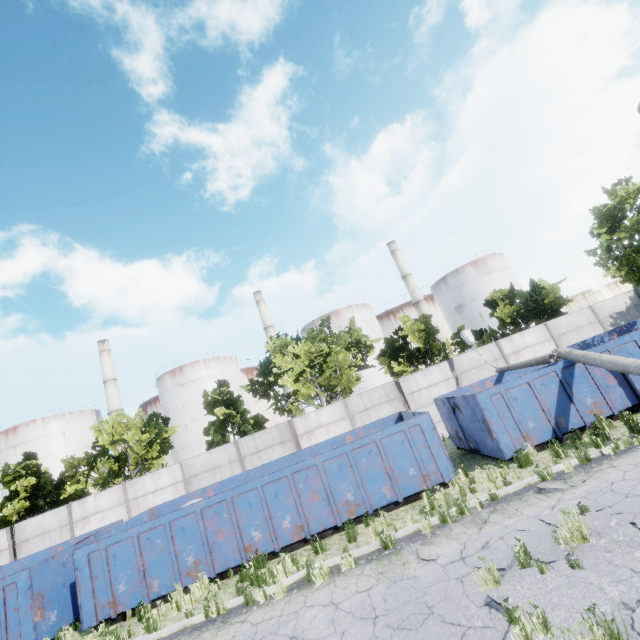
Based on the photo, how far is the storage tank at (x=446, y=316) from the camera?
50.1m

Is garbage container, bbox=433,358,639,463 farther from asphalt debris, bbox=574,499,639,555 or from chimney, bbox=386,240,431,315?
chimney, bbox=386,240,431,315

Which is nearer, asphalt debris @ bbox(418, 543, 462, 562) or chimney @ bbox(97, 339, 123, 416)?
asphalt debris @ bbox(418, 543, 462, 562)

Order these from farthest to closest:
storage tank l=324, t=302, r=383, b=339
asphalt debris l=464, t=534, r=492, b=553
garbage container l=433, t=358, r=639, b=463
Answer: storage tank l=324, t=302, r=383, b=339 < garbage container l=433, t=358, r=639, b=463 < asphalt debris l=464, t=534, r=492, b=553

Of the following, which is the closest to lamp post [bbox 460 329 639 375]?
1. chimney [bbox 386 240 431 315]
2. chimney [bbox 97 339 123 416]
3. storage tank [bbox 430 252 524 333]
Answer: chimney [bbox 386 240 431 315]

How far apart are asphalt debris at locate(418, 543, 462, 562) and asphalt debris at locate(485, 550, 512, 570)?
0.6 meters

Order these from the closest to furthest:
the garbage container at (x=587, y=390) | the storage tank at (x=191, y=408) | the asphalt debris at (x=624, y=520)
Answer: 1. the asphalt debris at (x=624, y=520)
2. the garbage container at (x=587, y=390)
3. the storage tank at (x=191, y=408)

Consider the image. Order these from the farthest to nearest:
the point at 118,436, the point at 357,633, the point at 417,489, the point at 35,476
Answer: the point at 35,476 → the point at 118,436 → the point at 417,489 → the point at 357,633
